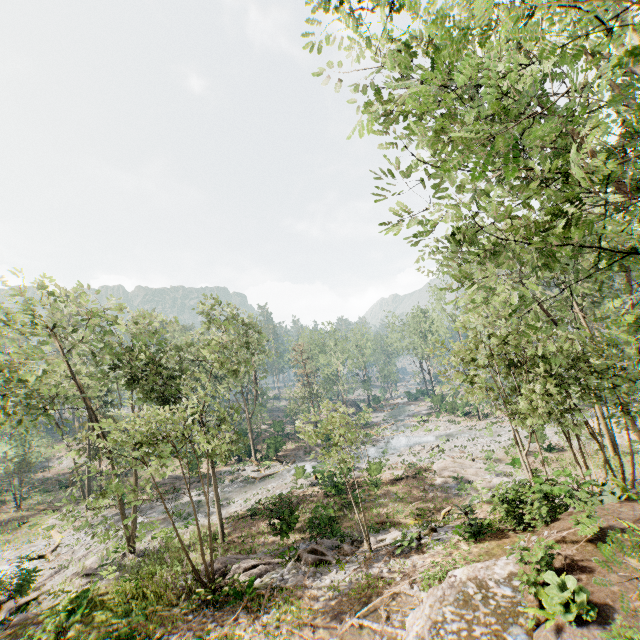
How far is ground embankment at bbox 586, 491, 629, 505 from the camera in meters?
10.8

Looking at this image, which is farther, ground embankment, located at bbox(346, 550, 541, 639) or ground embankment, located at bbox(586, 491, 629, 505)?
ground embankment, located at bbox(586, 491, 629, 505)

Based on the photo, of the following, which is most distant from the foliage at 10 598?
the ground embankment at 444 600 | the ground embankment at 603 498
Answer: the ground embankment at 603 498

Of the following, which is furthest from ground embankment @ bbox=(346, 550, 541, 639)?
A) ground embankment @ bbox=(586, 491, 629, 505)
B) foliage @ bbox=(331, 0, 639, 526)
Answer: ground embankment @ bbox=(586, 491, 629, 505)

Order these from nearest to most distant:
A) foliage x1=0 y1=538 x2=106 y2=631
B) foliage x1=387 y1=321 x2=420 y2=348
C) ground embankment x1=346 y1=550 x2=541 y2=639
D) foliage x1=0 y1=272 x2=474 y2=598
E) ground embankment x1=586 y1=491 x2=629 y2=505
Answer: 1. ground embankment x1=346 y1=550 x2=541 y2=639
2. ground embankment x1=586 y1=491 x2=629 y2=505
3. foliage x1=0 y1=272 x2=474 y2=598
4. foliage x1=0 y1=538 x2=106 y2=631
5. foliage x1=387 y1=321 x2=420 y2=348

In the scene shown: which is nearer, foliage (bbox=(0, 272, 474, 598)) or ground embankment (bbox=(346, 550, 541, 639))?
ground embankment (bbox=(346, 550, 541, 639))

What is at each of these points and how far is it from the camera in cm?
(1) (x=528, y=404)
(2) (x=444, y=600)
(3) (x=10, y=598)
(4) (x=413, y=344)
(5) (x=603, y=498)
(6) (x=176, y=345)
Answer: (1) foliage, 1530
(2) ground embankment, 859
(3) foliage, 1917
(4) foliage, 5900
(5) ground embankment, 1126
(6) foliage, 2548

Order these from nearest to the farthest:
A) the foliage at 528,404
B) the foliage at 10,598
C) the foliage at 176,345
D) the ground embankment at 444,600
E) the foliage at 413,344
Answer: the foliage at 528,404
the ground embankment at 444,600
the foliage at 176,345
the foliage at 10,598
the foliage at 413,344
